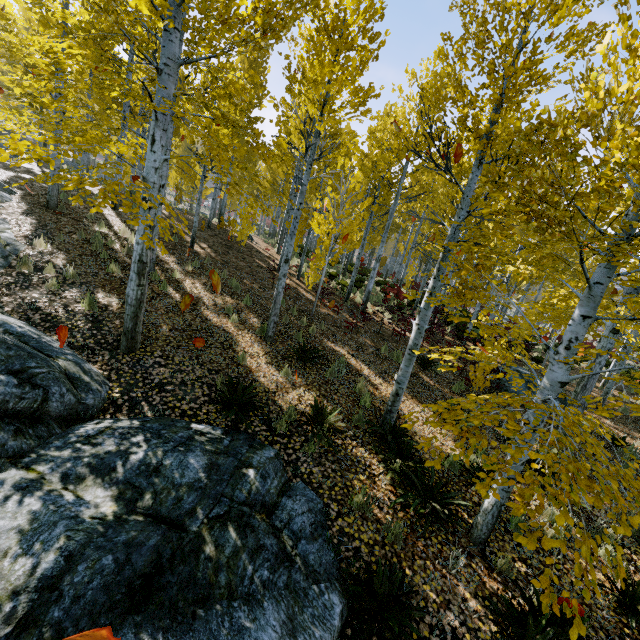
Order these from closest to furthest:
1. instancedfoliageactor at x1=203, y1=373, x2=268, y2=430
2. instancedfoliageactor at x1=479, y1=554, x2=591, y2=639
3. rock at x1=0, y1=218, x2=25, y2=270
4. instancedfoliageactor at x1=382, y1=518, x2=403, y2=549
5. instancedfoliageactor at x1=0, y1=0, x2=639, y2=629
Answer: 1. instancedfoliageactor at x1=479, y1=554, x2=591, y2=639
2. instancedfoliageactor at x1=0, y1=0, x2=639, y2=629
3. instancedfoliageactor at x1=382, y1=518, x2=403, y2=549
4. instancedfoliageactor at x1=203, y1=373, x2=268, y2=430
5. rock at x1=0, y1=218, x2=25, y2=270

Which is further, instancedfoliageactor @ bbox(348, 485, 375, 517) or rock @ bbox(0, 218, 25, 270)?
rock @ bbox(0, 218, 25, 270)

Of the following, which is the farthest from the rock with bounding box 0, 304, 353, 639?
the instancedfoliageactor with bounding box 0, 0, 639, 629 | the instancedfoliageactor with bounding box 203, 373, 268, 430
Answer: the instancedfoliageactor with bounding box 203, 373, 268, 430

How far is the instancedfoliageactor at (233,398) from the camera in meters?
5.2

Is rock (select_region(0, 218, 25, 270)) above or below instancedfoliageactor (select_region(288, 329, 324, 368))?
above

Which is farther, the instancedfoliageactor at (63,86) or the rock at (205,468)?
the instancedfoliageactor at (63,86)

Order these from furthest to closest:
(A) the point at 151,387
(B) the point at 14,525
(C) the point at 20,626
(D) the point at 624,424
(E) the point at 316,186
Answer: A: (E) the point at 316,186, (D) the point at 624,424, (A) the point at 151,387, (B) the point at 14,525, (C) the point at 20,626

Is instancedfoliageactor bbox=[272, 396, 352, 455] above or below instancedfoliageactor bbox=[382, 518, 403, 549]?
above
